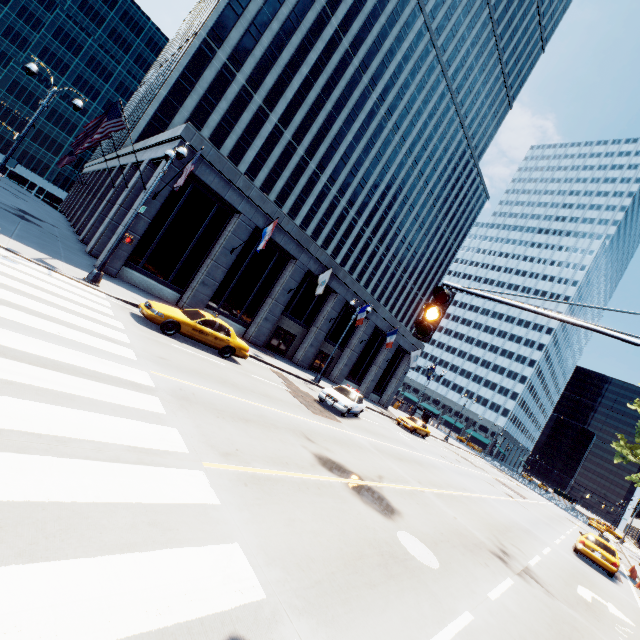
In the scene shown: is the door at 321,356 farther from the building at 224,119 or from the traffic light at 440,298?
the traffic light at 440,298

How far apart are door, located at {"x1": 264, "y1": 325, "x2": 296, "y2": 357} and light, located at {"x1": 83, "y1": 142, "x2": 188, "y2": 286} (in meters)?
14.72

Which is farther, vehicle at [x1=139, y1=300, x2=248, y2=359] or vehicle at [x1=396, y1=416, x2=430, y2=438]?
vehicle at [x1=396, y1=416, x2=430, y2=438]

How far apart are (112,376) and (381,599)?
6.6 meters

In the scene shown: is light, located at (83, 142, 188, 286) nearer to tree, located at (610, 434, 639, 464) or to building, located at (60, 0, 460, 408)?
building, located at (60, 0, 460, 408)

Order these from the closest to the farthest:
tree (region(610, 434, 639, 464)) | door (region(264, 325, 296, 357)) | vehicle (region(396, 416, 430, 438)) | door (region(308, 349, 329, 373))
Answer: door (region(264, 325, 296, 357)) < vehicle (region(396, 416, 430, 438)) < door (region(308, 349, 329, 373)) < tree (region(610, 434, 639, 464))

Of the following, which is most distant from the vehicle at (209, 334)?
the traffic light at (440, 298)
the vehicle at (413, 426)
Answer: the vehicle at (413, 426)

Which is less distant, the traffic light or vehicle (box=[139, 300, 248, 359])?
the traffic light
